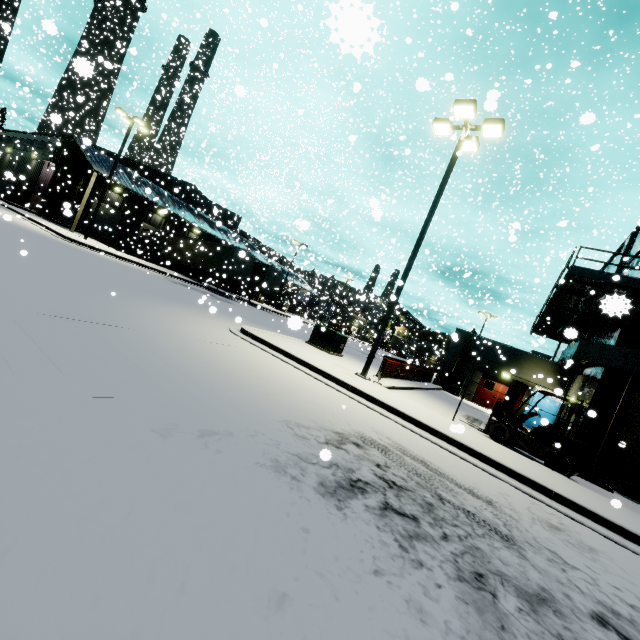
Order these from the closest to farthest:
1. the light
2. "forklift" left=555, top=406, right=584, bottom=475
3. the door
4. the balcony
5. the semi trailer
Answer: the balcony
"forklift" left=555, top=406, right=584, bottom=475
the light
the door
the semi trailer

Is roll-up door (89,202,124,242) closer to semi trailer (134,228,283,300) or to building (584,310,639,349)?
building (584,310,639,349)

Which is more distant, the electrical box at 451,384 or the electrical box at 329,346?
the electrical box at 451,384

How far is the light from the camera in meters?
10.8

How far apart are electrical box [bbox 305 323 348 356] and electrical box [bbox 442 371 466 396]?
12.43m

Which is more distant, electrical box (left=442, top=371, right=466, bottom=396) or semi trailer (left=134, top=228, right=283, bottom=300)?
semi trailer (left=134, top=228, right=283, bottom=300)

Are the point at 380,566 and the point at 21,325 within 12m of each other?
yes

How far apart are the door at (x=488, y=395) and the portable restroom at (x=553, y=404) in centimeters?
77cm
